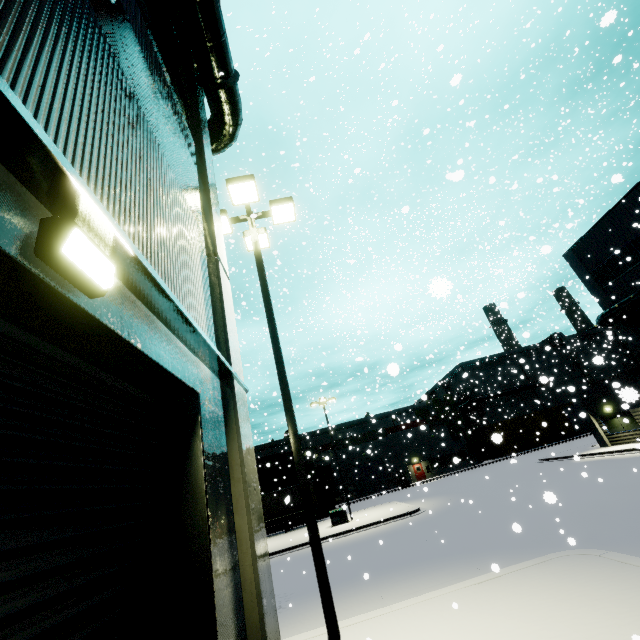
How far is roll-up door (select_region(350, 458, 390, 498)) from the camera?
47.9m

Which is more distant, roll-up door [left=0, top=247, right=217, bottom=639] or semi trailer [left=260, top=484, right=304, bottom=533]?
semi trailer [left=260, top=484, right=304, bottom=533]

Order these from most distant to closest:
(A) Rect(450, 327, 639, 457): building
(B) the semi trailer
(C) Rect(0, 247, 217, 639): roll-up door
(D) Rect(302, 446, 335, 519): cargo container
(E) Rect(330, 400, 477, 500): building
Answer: (E) Rect(330, 400, 477, 500): building
(D) Rect(302, 446, 335, 519): cargo container
(B) the semi trailer
(A) Rect(450, 327, 639, 457): building
(C) Rect(0, 247, 217, 639): roll-up door

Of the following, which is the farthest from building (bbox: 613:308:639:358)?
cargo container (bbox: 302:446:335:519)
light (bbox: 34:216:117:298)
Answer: cargo container (bbox: 302:446:335:519)

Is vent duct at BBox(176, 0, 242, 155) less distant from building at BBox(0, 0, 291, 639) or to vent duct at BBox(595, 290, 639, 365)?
building at BBox(0, 0, 291, 639)

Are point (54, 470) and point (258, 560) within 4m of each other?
yes

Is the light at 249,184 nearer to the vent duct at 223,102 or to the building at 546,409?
the building at 546,409

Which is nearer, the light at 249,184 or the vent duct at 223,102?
the light at 249,184
